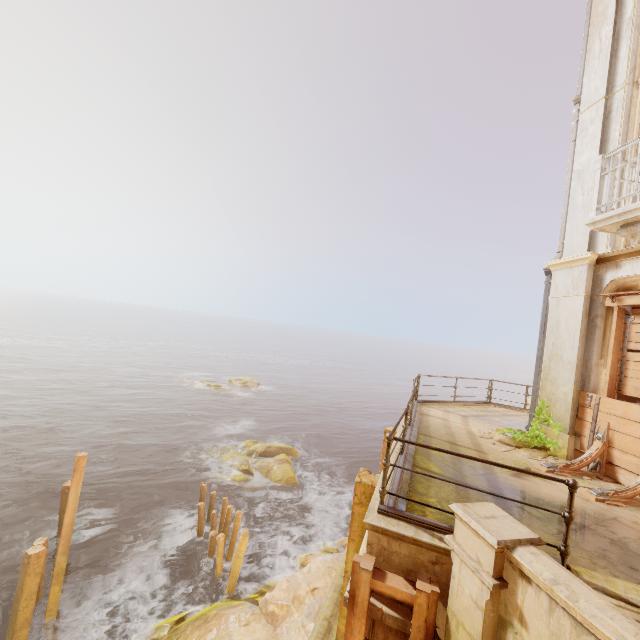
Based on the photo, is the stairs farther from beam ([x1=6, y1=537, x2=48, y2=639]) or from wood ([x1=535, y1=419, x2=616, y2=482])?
beam ([x1=6, y1=537, x2=48, y2=639])

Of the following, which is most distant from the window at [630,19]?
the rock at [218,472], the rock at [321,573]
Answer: the rock at [218,472]

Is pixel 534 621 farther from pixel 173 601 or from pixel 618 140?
pixel 173 601

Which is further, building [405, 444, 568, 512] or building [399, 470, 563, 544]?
building [405, 444, 568, 512]

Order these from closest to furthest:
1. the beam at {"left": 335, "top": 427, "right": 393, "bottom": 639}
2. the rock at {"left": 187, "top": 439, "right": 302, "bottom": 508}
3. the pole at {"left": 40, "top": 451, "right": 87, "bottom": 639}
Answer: the beam at {"left": 335, "top": 427, "right": 393, "bottom": 639} < the pole at {"left": 40, "top": 451, "right": 87, "bottom": 639} < the rock at {"left": 187, "top": 439, "right": 302, "bottom": 508}

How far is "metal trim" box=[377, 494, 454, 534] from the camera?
3.9 meters

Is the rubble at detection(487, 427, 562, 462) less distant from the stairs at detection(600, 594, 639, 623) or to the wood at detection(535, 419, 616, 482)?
the wood at detection(535, 419, 616, 482)

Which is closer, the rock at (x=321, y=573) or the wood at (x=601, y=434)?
the wood at (x=601, y=434)
